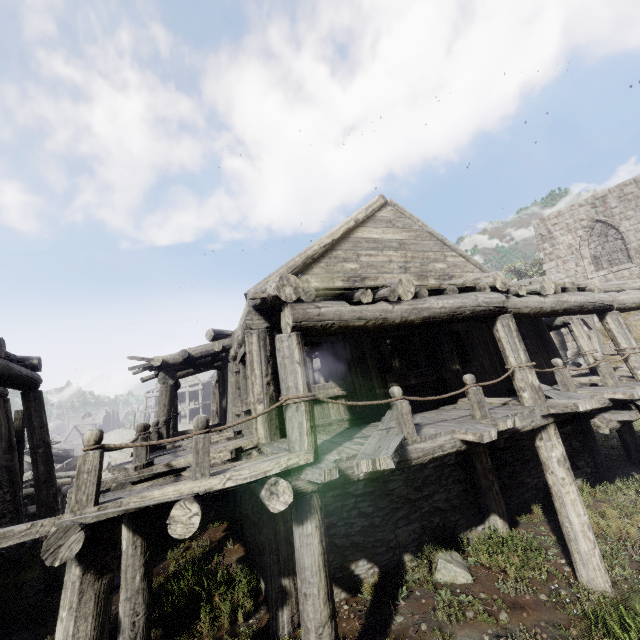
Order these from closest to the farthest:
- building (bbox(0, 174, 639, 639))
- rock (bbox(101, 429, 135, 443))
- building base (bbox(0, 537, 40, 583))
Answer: building (bbox(0, 174, 639, 639)) < building base (bbox(0, 537, 40, 583)) < rock (bbox(101, 429, 135, 443))

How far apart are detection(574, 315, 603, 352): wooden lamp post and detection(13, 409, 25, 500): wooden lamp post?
25.5m

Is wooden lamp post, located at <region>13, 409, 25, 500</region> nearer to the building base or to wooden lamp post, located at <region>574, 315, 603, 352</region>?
the building base

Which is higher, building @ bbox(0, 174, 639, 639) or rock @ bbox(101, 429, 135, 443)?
building @ bbox(0, 174, 639, 639)

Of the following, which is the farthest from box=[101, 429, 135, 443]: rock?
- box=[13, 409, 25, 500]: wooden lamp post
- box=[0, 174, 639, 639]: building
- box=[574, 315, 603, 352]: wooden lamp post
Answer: box=[574, 315, 603, 352]: wooden lamp post

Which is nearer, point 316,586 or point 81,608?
point 81,608

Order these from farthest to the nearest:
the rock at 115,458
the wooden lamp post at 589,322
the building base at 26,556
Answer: the rock at 115,458 < the wooden lamp post at 589,322 < the building base at 26,556

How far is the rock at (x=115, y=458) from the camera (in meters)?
40.56
